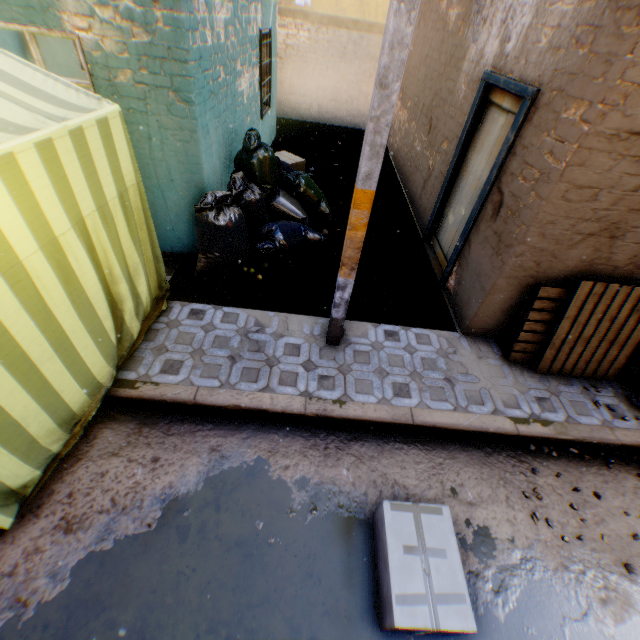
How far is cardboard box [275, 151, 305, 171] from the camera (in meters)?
7.34

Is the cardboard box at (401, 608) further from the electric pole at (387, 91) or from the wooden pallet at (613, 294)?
the wooden pallet at (613, 294)

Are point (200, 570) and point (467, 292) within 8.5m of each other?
yes

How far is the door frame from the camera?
3.5 meters

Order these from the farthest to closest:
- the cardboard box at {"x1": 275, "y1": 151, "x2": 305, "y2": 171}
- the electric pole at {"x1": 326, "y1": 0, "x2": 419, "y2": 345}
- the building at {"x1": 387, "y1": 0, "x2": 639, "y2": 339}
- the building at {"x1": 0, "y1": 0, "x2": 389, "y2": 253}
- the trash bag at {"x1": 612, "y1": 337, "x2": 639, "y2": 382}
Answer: the cardboard box at {"x1": 275, "y1": 151, "x2": 305, "y2": 171}
the trash bag at {"x1": 612, "y1": 337, "x2": 639, "y2": 382}
the building at {"x1": 0, "y1": 0, "x2": 389, "y2": 253}
the building at {"x1": 387, "y1": 0, "x2": 639, "y2": 339}
the electric pole at {"x1": 326, "y1": 0, "x2": 419, "y2": 345}

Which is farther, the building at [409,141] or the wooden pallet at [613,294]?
the wooden pallet at [613,294]

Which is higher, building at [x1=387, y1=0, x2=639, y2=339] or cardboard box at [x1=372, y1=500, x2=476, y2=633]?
building at [x1=387, y1=0, x2=639, y2=339]

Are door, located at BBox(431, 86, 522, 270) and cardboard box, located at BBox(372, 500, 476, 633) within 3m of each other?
yes
